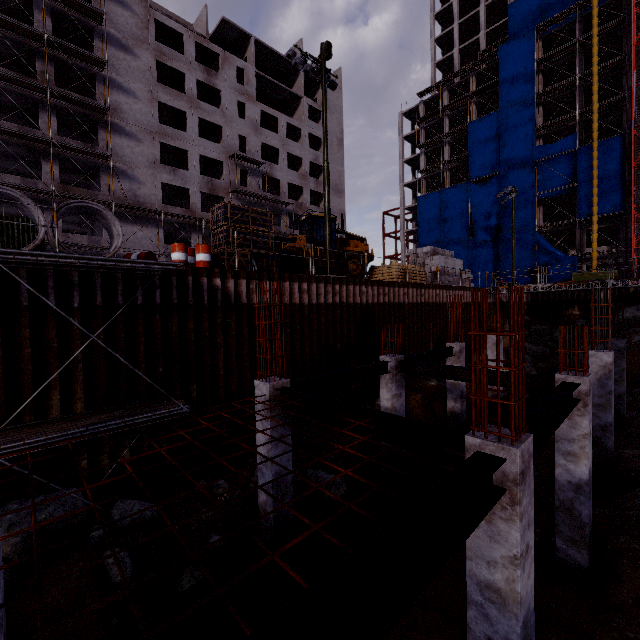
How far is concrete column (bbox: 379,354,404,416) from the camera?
10.8m

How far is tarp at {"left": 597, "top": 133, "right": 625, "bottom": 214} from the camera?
33.62m

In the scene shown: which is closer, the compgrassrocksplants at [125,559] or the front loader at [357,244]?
the compgrassrocksplants at [125,559]

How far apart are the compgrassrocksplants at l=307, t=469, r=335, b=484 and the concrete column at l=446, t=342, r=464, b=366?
7.0m

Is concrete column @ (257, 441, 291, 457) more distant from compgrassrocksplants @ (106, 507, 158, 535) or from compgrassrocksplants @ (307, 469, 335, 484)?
compgrassrocksplants @ (106, 507, 158, 535)

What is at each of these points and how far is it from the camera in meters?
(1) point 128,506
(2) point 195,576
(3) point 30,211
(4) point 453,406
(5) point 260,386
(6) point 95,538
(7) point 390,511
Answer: (1) compgrassrocksplants, 7.6 m
(2) compgrassrocksplants, 6.9 m
(3) concrete pipe, 8.6 m
(4) concrete column, 14.4 m
(5) concrete column, 7.5 m
(6) compgrassrocksplants, 6.8 m
(7) pipe, 6.1 m

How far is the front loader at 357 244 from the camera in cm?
1914

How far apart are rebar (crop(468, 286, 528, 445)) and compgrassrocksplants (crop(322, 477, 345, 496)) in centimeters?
612cm
